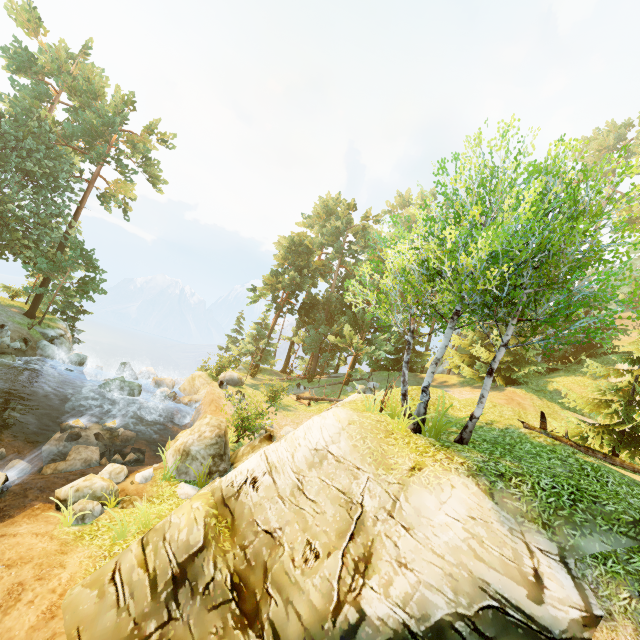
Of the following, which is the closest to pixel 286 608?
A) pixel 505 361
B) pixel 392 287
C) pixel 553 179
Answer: pixel 392 287

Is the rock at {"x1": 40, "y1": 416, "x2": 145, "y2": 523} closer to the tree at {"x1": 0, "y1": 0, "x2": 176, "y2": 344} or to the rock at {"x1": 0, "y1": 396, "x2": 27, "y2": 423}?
the rock at {"x1": 0, "y1": 396, "x2": 27, "y2": 423}

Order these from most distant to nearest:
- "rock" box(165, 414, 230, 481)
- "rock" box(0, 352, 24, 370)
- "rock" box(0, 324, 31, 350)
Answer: "rock" box(0, 324, 31, 350) → "rock" box(0, 352, 24, 370) → "rock" box(165, 414, 230, 481)

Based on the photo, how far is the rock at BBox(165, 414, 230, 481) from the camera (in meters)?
12.09

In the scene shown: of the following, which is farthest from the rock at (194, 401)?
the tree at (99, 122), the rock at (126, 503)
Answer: the rock at (126, 503)

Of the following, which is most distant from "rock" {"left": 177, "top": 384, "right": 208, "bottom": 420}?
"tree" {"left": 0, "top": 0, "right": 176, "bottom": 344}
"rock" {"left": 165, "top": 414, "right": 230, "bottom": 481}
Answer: "rock" {"left": 165, "top": 414, "right": 230, "bottom": 481}

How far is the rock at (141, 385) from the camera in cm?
2005

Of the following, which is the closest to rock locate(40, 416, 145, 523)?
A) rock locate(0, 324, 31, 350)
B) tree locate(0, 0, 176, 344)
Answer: rock locate(0, 324, 31, 350)
